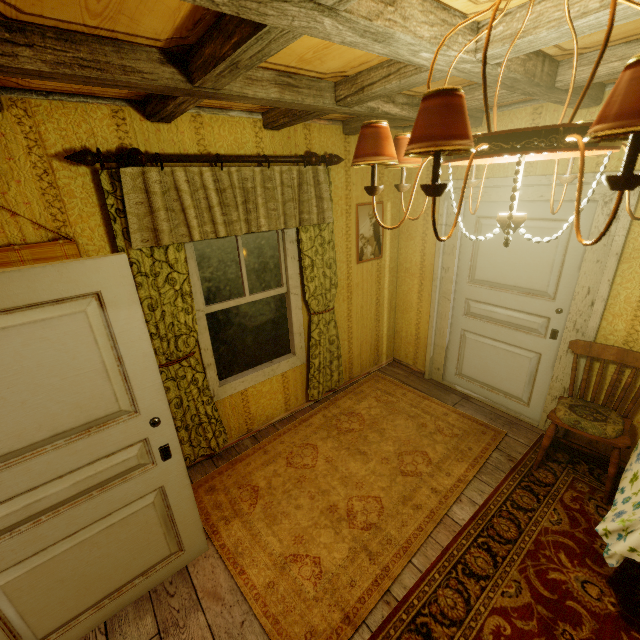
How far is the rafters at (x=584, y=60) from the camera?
1.6m

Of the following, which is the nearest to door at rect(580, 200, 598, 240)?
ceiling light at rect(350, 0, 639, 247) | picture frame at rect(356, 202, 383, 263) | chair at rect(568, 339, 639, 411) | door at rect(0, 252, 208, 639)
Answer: chair at rect(568, 339, 639, 411)

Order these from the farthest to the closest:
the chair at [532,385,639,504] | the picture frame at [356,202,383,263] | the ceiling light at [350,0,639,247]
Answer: the picture frame at [356,202,383,263] → the chair at [532,385,639,504] → the ceiling light at [350,0,639,247]

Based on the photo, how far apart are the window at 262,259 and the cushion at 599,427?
2.6m

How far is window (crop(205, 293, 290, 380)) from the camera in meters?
2.9 m

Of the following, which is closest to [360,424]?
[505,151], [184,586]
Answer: [184,586]

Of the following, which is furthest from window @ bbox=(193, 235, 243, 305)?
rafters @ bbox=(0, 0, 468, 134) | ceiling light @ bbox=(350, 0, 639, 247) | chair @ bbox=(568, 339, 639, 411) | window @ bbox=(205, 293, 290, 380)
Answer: chair @ bbox=(568, 339, 639, 411)

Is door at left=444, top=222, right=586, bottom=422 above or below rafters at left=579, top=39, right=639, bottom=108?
below
